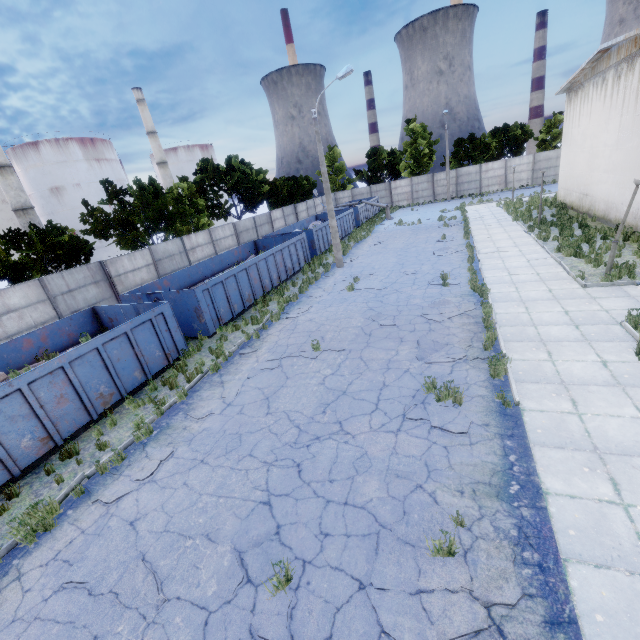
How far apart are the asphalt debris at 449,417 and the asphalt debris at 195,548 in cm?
349

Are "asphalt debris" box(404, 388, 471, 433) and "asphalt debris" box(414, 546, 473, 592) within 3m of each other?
yes

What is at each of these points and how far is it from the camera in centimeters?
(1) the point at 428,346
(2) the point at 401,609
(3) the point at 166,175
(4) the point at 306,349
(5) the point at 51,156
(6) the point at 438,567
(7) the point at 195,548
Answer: (1) asphalt debris, 962cm
(2) asphalt debris, 406cm
(3) chimney, 5747cm
(4) asphalt debris, 1109cm
(5) storage tank, 4225cm
(6) asphalt debris, 441cm
(7) asphalt debris, 527cm

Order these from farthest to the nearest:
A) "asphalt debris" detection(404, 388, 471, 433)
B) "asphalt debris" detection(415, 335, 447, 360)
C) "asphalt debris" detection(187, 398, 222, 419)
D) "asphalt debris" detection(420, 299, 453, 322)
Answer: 1. "asphalt debris" detection(420, 299, 453, 322)
2. "asphalt debris" detection(415, 335, 447, 360)
3. "asphalt debris" detection(187, 398, 222, 419)
4. "asphalt debris" detection(404, 388, 471, 433)

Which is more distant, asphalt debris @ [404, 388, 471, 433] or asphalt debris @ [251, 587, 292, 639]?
asphalt debris @ [404, 388, 471, 433]

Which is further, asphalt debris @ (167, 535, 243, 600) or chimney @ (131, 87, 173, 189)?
chimney @ (131, 87, 173, 189)

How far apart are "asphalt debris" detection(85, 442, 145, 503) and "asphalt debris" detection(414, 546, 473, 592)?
5.2 meters

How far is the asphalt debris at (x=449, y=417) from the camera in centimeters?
654cm
